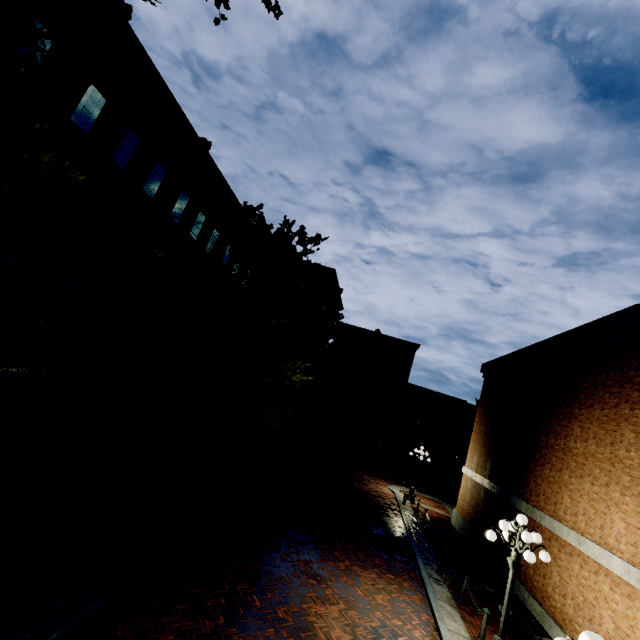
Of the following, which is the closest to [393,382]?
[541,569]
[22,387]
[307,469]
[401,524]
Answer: [307,469]

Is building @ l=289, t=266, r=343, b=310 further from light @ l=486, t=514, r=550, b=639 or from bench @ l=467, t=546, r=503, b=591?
bench @ l=467, t=546, r=503, b=591

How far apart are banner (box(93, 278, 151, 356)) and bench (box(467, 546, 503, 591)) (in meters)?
16.38

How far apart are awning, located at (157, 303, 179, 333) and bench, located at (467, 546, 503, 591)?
16.26m

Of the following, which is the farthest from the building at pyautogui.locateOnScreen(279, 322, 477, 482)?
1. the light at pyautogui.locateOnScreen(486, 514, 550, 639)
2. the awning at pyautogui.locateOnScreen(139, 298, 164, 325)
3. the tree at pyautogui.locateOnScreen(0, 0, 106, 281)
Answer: the light at pyautogui.locateOnScreen(486, 514, 550, 639)

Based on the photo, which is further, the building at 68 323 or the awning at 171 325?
the awning at 171 325

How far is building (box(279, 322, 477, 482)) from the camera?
38.62m

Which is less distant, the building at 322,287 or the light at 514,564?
the light at 514,564
